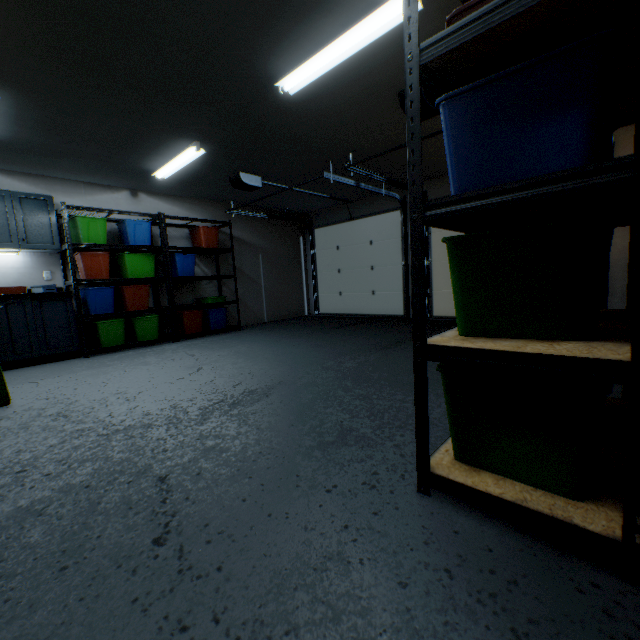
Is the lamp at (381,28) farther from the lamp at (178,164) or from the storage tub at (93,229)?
the storage tub at (93,229)

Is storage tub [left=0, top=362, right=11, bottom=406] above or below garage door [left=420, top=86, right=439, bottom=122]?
below

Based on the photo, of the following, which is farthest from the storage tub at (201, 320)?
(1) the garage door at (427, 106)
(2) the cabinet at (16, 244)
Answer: (1) the garage door at (427, 106)

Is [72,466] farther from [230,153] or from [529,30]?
[230,153]

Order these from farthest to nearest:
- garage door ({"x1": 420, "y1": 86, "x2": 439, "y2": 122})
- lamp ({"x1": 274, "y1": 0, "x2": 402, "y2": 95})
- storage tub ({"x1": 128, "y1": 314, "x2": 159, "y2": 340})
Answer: storage tub ({"x1": 128, "y1": 314, "x2": 159, "y2": 340}) → garage door ({"x1": 420, "y1": 86, "x2": 439, "y2": 122}) → lamp ({"x1": 274, "y1": 0, "x2": 402, "y2": 95})

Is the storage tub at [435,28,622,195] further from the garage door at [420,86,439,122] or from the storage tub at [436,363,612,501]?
the garage door at [420,86,439,122]

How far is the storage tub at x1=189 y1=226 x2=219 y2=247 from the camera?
5.45m

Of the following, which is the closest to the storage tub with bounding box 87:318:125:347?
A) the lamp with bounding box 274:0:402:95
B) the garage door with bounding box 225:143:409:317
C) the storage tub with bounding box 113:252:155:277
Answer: the storage tub with bounding box 113:252:155:277
